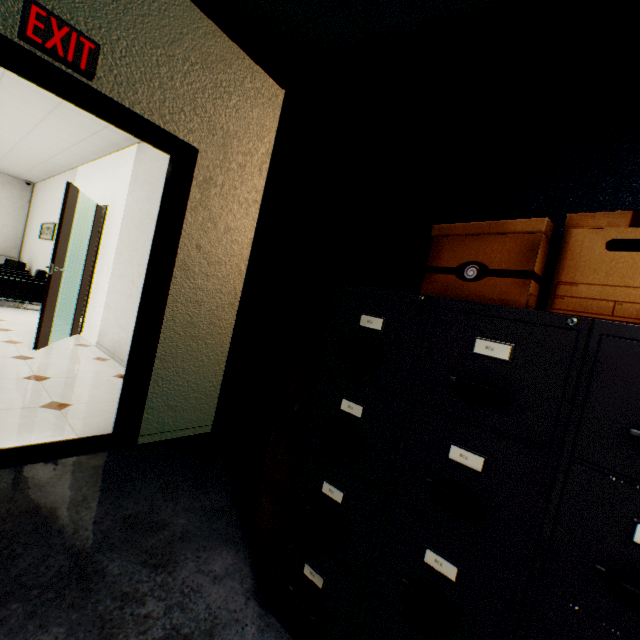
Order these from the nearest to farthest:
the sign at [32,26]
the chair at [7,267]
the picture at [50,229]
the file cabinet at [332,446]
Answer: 1. the file cabinet at [332,446]
2. the sign at [32,26]
3. the chair at [7,267]
4. the picture at [50,229]

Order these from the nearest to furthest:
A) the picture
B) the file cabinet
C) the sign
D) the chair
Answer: the file cabinet < the sign < the chair < the picture

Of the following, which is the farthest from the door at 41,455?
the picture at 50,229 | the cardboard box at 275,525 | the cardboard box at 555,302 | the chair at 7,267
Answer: the picture at 50,229

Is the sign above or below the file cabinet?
above

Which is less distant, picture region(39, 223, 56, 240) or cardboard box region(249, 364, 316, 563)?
cardboard box region(249, 364, 316, 563)

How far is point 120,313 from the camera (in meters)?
4.29

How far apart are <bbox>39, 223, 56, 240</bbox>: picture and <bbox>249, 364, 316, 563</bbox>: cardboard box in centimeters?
808cm

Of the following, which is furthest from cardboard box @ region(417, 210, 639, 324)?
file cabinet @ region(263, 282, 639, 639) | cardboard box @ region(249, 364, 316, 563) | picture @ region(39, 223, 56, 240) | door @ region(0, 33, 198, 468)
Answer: picture @ region(39, 223, 56, 240)
